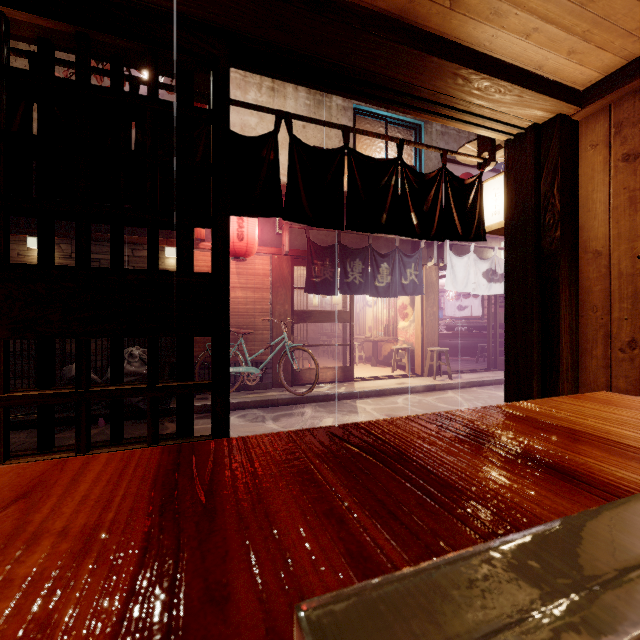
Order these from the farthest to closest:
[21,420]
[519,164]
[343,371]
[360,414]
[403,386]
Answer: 1. [343,371]
2. [403,386]
3. [360,414]
4. [21,420]
5. [519,164]

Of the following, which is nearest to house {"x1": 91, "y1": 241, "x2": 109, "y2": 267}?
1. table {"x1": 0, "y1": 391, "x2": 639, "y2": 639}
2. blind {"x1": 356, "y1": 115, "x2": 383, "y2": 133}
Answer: blind {"x1": 356, "y1": 115, "x2": 383, "y2": 133}

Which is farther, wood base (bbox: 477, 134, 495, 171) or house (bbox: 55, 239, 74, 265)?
house (bbox: 55, 239, 74, 265)

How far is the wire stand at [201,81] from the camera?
3.56m

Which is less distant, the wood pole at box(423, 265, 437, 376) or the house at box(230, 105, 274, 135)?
the house at box(230, 105, 274, 135)

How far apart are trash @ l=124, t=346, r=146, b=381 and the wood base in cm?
970

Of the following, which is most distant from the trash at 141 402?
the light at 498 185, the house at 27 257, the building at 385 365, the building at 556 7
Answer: the light at 498 185

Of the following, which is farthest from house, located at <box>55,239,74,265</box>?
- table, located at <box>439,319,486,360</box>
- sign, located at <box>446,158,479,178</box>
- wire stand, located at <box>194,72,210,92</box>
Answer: table, located at <box>439,319,486,360</box>
